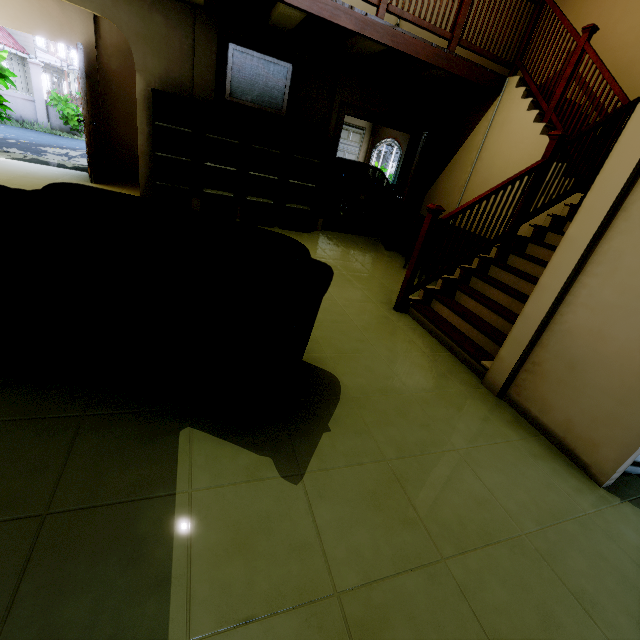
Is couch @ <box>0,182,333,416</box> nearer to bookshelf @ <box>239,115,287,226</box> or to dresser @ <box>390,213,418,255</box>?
bookshelf @ <box>239,115,287,226</box>

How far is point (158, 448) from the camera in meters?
1.5

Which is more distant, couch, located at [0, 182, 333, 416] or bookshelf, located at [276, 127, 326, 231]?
bookshelf, located at [276, 127, 326, 231]

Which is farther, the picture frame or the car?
the car

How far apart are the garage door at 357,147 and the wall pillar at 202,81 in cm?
593

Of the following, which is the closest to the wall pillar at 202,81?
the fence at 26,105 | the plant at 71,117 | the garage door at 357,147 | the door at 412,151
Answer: the door at 412,151

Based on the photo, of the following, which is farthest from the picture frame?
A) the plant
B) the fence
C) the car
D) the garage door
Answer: the fence

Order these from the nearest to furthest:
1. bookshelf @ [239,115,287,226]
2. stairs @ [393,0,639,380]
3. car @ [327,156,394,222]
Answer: stairs @ [393,0,639,380] → bookshelf @ [239,115,287,226] → car @ [327,156,394,222]
